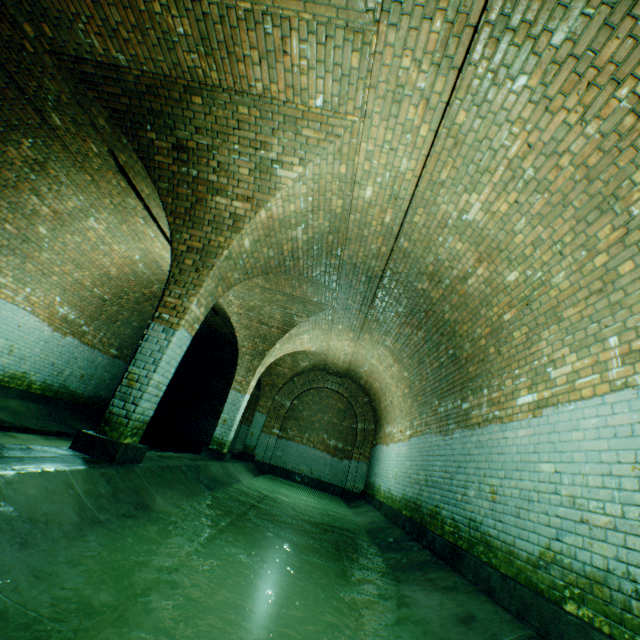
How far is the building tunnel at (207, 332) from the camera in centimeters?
1178cm

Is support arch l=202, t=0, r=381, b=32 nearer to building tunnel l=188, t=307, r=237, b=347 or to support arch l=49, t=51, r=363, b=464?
building tunnel l=188, t=307, r=237, b=347

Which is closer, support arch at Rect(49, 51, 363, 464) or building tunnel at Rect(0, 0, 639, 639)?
building tunnel at Rect(0, 0, 639, 639)

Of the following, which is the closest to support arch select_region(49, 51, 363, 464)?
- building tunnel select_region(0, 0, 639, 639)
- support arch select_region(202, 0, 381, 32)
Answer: building tunnel select_region(0, 0, 639, 639)

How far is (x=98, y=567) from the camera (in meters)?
2.17

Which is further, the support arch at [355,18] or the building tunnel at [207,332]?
the building tunnel at [207,332]
